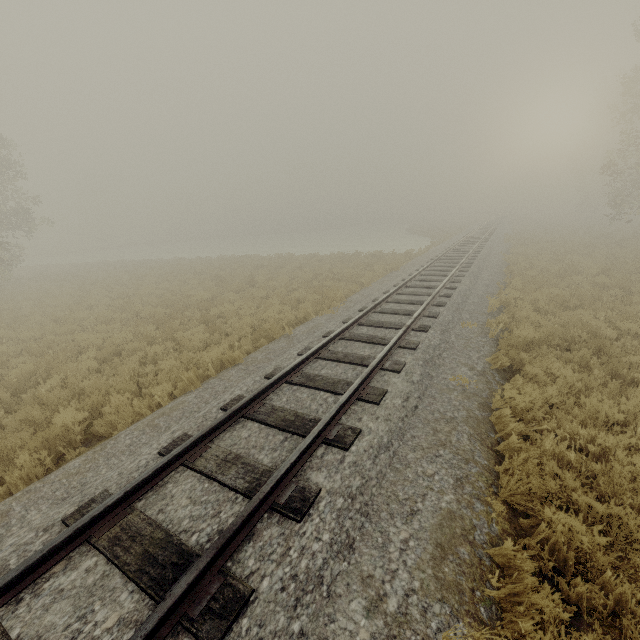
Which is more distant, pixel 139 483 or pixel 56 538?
pixel 139 483
